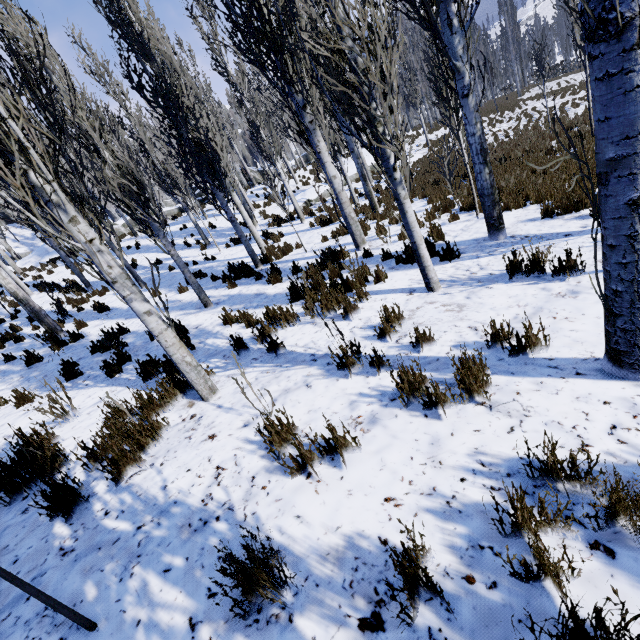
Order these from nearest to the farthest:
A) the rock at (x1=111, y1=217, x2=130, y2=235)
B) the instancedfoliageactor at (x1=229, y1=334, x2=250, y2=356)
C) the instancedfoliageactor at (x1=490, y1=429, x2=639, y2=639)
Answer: the instancedfoliageactor at (x1=490, y1=429, x2=639, y2=639) < the instancedfoliageactor at (x1=229, y1=334, x2=250, y2=356) < the rock at (x1=111, y1=217, x2=130, y2=235)

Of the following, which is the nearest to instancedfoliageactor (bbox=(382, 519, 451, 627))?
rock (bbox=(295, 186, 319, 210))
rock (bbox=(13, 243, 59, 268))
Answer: rock (bbox=(295, 186, 319, 210))

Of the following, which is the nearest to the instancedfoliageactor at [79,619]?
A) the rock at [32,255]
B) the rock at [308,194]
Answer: the rock at [308,194]

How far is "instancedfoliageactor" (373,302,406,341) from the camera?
4.0 meters

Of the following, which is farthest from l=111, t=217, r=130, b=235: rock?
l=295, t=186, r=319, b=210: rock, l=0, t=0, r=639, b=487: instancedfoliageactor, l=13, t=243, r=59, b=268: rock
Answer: l=295, t=186, r=319, b=210: rock

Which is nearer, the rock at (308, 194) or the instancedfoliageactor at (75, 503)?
the instancedfoliageactor at (75, 503)

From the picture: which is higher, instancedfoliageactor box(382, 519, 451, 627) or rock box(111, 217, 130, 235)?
rock box(111, 217, 130, 235)

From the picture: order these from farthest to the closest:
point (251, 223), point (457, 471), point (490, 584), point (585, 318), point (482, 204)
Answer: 1. point (251, 223)
2. point (482, 204)
3. point (585, 318)
4. point (457, 471)
5. point (490, 584)
